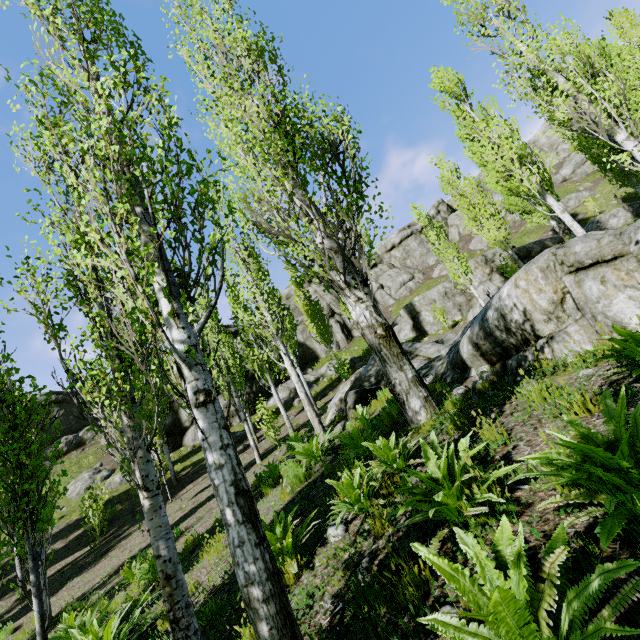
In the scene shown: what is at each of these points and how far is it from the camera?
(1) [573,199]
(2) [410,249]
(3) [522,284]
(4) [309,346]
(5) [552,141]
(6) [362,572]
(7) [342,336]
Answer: (1) rock, 29.7 meters
(2) rock, 41.1 meters
(3) rock, 5.5 meters
(4) rock, 33.3 meters
(5) rock, 43.2 meters
(6) rock, 2.6 meters
(7) rock, 33.4 meters

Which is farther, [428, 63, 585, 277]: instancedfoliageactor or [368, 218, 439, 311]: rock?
[368, 218, 439, 311]: rock

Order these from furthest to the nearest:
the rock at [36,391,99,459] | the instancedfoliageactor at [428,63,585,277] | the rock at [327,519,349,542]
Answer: the rock at [36,391,99,459]
the instancedfoliageactor at [428,63,585,277]
the rock at [327,519,349,542]

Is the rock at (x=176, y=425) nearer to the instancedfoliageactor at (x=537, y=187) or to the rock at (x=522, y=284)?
the instancedfoliageactor at (x=537, y=187)

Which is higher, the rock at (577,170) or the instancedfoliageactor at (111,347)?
the rock at (577,170)

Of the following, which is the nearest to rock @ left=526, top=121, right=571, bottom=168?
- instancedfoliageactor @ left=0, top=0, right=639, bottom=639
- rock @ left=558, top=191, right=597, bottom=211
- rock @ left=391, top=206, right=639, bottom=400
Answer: instancedfoliageactor @ left=0, top=0, right=639, bottom=639

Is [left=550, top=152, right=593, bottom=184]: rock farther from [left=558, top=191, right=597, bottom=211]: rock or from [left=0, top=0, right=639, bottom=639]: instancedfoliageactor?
[left=558, top=191, right=597, bottom=211]: rock
